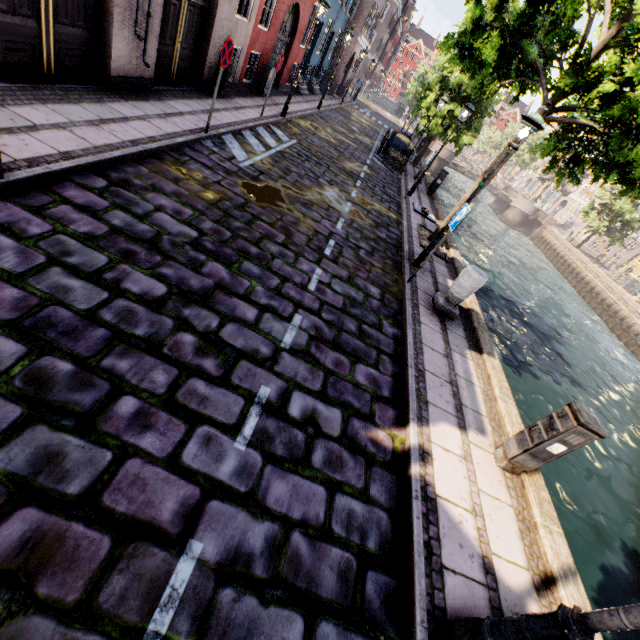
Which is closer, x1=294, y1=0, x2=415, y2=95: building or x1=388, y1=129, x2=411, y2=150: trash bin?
x1=388, y1=129, x2=411, y2=150: trash bin

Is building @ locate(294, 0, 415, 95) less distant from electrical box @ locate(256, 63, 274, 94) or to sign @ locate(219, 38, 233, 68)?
electrical box @ locate(256, 63, 274, 94)

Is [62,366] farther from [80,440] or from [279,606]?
[279,606]

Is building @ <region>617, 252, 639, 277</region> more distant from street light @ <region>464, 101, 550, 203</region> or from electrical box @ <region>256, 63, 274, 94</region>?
electrical box @ <region>256, 63, 274, 94</region>

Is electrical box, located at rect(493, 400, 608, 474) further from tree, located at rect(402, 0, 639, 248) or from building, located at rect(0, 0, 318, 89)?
building, located at rect(0, 0, 318, 89)

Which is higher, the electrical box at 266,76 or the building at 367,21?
the building at 367,21

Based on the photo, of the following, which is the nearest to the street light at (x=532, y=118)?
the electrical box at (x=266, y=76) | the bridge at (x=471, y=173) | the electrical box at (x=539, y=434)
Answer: the electrical box at (x=539, y=434)

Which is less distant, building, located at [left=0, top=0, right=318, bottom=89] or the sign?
building, located at [left=0, top=0, right=318, bottom=89]
